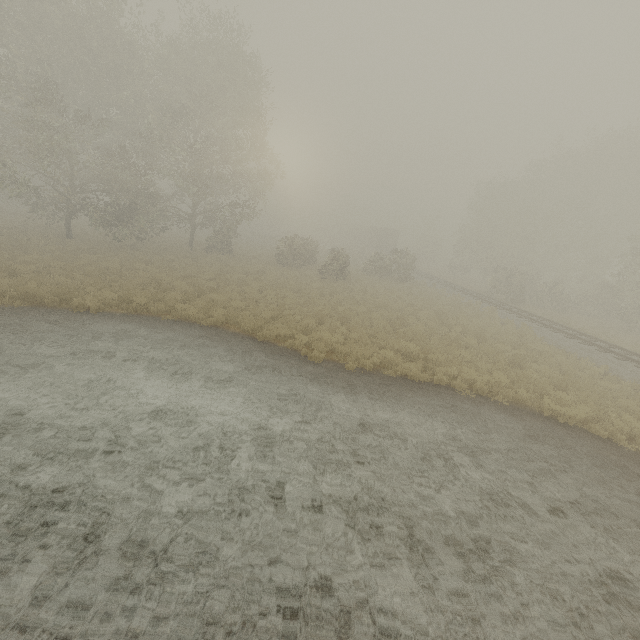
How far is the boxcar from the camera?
52.25m

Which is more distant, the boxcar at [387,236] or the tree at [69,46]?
the boxcar at [387,236]

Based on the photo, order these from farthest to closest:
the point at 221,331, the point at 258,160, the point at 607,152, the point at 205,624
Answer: the point at 607,152
the point at 258,160
the point at 221,331
the point at 205,624

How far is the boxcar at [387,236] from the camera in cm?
5225

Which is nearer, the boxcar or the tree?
the tree
